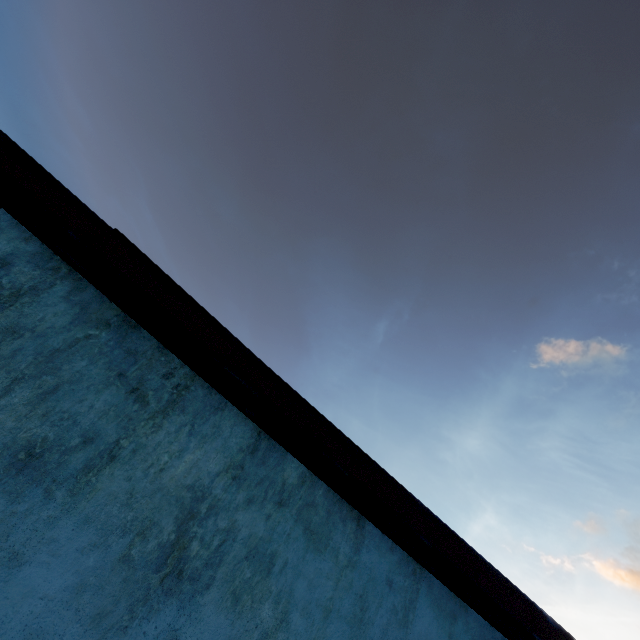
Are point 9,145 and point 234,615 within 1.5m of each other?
no
